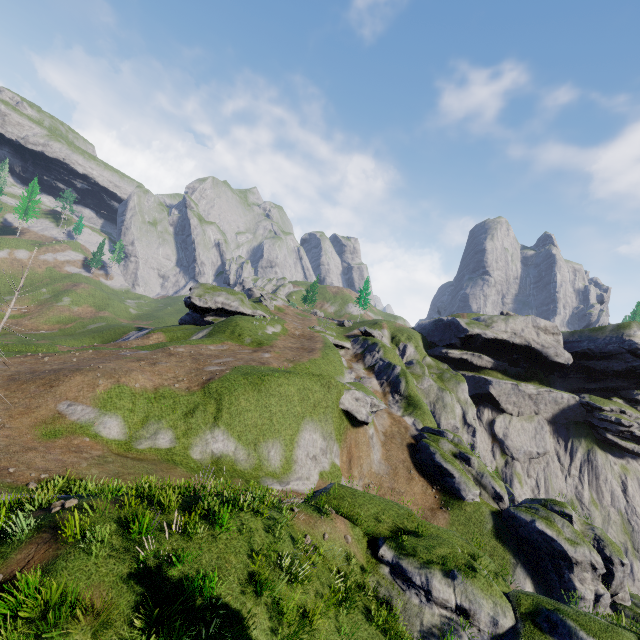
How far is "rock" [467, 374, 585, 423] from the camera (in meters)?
55.97

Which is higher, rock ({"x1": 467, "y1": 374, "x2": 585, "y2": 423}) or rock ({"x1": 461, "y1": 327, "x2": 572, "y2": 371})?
rock ({"x1": 461, "y1": 327, "x2": 572, "y2": 371})

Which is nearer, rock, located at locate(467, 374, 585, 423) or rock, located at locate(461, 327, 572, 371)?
rock, located at locate(467, 374, 585, 423)

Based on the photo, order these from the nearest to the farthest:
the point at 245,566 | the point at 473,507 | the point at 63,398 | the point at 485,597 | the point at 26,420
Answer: the point at 245,566
the point at 485,597
the point at 26,420
the point at 63,398
the point at 473,507

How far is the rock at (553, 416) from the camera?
56.0m

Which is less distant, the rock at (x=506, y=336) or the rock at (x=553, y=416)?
the rock at (x=553, y=416)

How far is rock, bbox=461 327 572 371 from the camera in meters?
57.6 m
